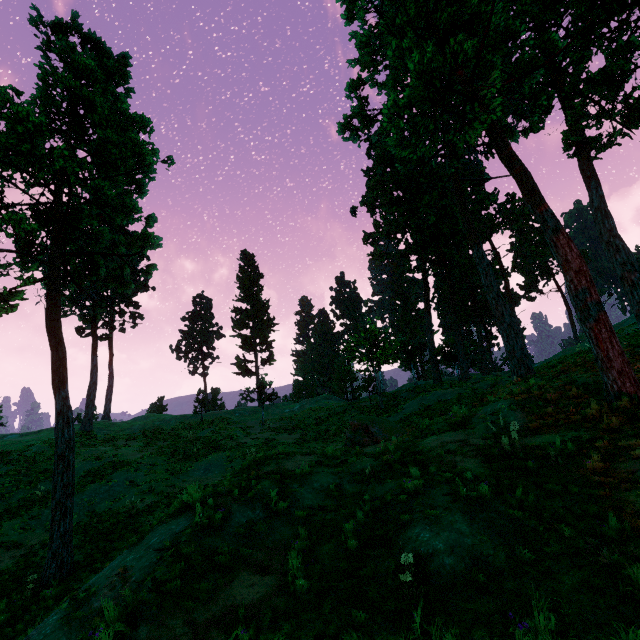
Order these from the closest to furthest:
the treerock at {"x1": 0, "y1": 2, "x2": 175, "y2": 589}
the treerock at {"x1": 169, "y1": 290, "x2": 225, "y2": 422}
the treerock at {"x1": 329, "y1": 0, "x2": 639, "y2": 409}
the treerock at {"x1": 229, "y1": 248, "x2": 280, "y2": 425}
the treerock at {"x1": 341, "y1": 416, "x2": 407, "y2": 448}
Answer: the treerock at {"x1": 329, "y1": 0, "x2": 639, "y2": 409} → the treerock at {"x1": 0, "y1": 2, "x2": 175, "y2": 589} → the treerock at {"x1": 341, "y1": 416, "x2": 407, "y2": 448} → the treerock at {"x1": 229, "y1": 248, "x2": 280, "y2": 425} → the treerock at {"x1": 169, "y1": 290, "x2": 225, "y2": 422}

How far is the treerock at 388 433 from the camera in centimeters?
1483cm

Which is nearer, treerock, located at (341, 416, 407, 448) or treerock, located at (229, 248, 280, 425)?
treerock, located at (341, 416, 407, 448)

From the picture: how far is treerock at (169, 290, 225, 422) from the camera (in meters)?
50.49

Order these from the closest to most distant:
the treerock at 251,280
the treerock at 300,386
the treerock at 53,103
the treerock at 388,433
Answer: the treerock at 53,103 → the treerock at 388,433 → the treerock at 251,280 → the treerock at 300,386

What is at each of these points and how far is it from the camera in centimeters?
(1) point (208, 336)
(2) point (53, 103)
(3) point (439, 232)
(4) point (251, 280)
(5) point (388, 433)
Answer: (1) treerock, 5338cm
(2) treerock, 1429cm
(3) treerock, 2959cm
(4) treerock, 4856cm
(5) treerock, 1512cm

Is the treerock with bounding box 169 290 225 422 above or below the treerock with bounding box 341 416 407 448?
above
